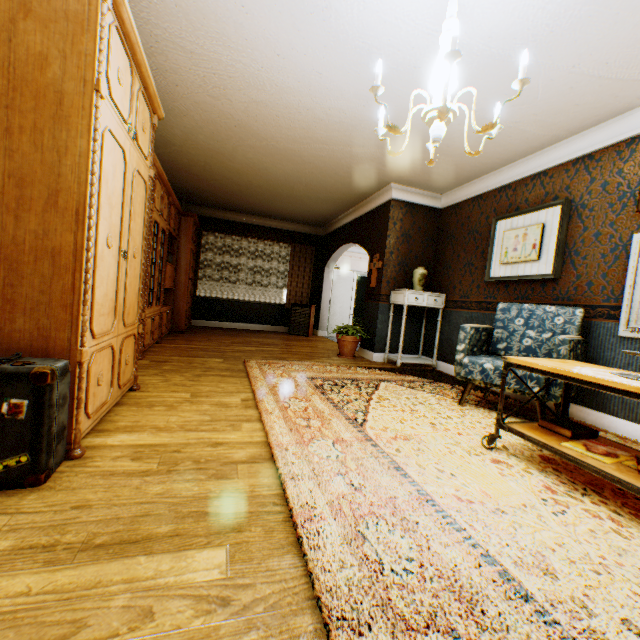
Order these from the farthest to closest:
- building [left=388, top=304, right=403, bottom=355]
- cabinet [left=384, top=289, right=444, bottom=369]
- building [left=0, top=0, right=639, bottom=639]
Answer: building [left=388, top=304, right=403, bottom=355], cabinet [left=384, top=289, right=444, bottom=369], building [left=0, top=0, right=639, bottom=639]

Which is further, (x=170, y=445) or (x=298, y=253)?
(x=298, y=253)

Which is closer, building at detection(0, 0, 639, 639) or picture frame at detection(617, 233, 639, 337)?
building at detection(0, 0, 639, 639)

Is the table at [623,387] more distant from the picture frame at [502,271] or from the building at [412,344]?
the picture frame at [502,271]

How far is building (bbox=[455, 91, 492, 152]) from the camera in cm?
322

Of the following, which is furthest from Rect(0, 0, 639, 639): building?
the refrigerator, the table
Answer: the table

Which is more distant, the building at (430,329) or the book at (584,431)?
the building at (430,329)

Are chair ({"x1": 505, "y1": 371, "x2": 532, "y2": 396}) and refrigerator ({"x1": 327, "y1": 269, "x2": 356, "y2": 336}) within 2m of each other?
no
